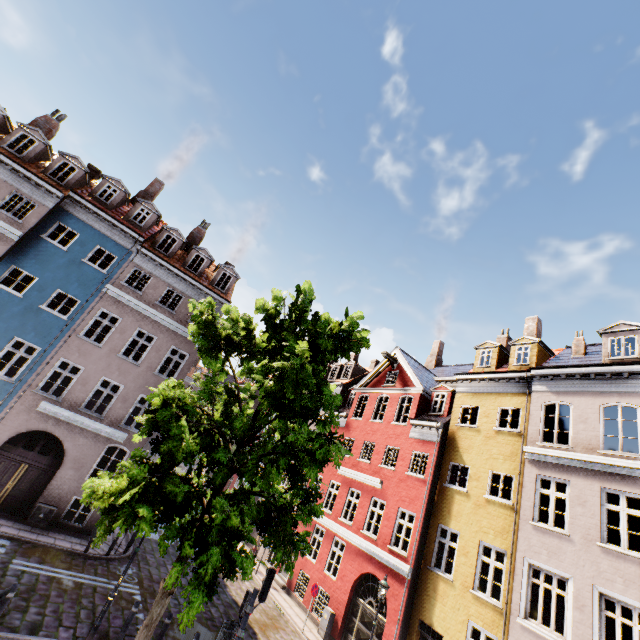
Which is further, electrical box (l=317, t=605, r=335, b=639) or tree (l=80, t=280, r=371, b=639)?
electrical box (l=317, t=605, r=335, b=639)

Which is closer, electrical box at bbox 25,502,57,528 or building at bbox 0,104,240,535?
electrical box at bbox 25,502,57,528

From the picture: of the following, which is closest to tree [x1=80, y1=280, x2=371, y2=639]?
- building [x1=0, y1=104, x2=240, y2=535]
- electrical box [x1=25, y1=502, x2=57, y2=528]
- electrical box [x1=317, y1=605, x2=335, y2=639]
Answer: building [x1=0, y1=104, x2=240, y2=535]

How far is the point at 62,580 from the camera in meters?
11.2 m

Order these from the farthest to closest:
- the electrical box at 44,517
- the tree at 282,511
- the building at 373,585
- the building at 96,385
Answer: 1. the building at 96,385
2. the electrical box at 44,517
3. the building at 373,585
4. the tree at 282,511

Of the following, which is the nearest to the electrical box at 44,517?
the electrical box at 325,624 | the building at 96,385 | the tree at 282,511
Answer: the building at 96,385

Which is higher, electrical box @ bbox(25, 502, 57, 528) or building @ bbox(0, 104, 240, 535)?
building @ bbox(0, 104, 240, 535)
